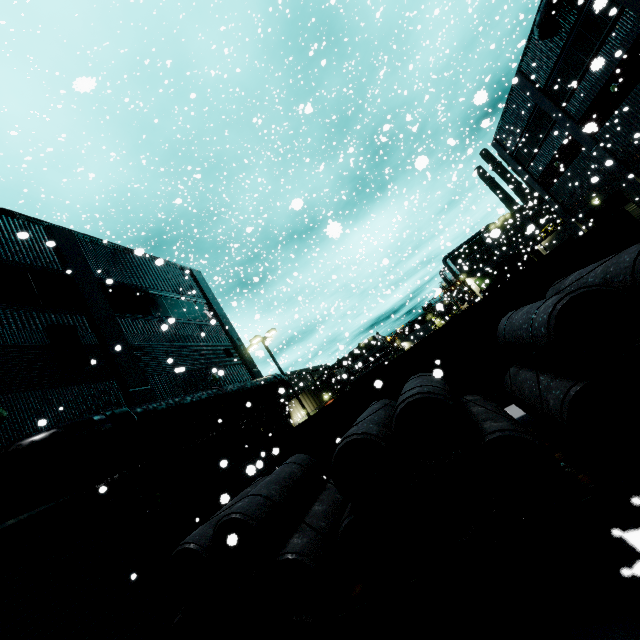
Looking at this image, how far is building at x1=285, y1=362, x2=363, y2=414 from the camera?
38.41m

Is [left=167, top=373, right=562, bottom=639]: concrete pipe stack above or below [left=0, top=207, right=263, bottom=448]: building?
below

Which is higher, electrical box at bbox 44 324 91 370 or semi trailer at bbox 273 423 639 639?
electrical box at bbox 44 324 91 370

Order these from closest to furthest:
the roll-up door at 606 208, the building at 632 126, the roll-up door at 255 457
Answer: the roll-up door at 255 457 → the building at 632 126 → the roll-up door at 606 208

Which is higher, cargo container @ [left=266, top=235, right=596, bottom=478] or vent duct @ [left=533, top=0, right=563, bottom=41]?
vent duct @ [left=533, top=0, right=563, bottom=41]

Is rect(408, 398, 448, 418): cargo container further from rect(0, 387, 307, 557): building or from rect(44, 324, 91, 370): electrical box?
rect(44, 324, 91, 370): electrical box

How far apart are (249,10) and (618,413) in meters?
21.6

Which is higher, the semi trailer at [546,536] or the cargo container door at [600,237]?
the cargo container door at [600,237]
